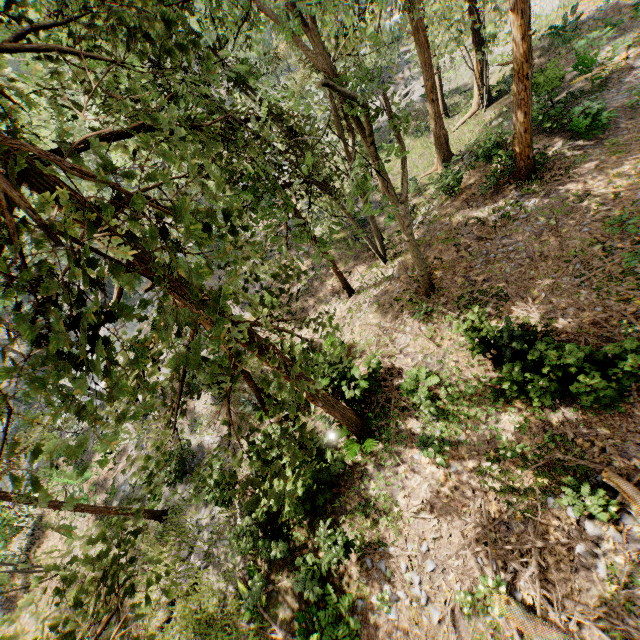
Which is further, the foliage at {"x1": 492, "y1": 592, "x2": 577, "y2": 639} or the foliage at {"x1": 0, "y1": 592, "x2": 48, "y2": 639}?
the foliage at {"x1": 492, "y1": 592, "x2": 577, "y2": 639}

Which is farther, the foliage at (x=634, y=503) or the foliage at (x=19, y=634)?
the foliage at (x=634, y=503)

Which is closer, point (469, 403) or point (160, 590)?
point (469, 403)

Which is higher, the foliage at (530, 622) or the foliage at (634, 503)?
the foliage at (634, 503)

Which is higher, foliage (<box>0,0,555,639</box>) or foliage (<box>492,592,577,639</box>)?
foliage (<box>0,0,555,639</box>)
